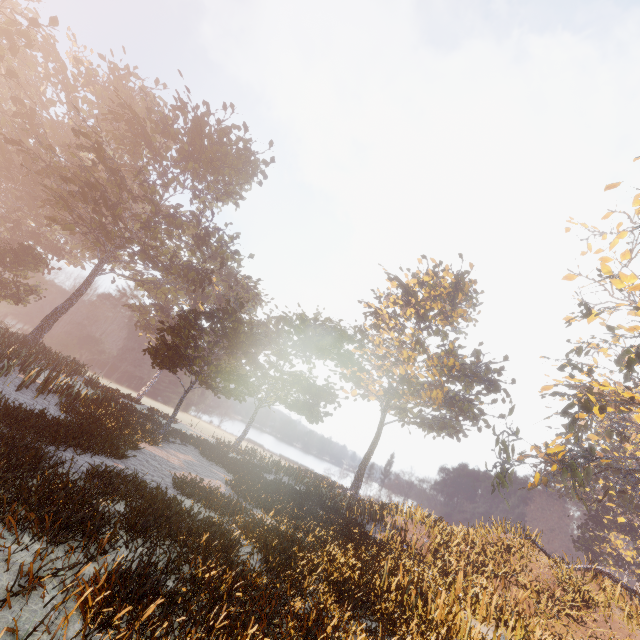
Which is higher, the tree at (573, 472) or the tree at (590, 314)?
the tree at (590, 314)

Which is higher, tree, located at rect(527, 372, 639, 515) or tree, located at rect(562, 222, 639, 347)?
tree, located at rect(562, 222, 639, 347)

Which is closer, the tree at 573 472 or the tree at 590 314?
the tree at 590 314

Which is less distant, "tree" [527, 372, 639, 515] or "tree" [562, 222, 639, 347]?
"tree" [562, 222, 639, 347]

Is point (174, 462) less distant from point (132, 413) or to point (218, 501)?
point (218, 501)
